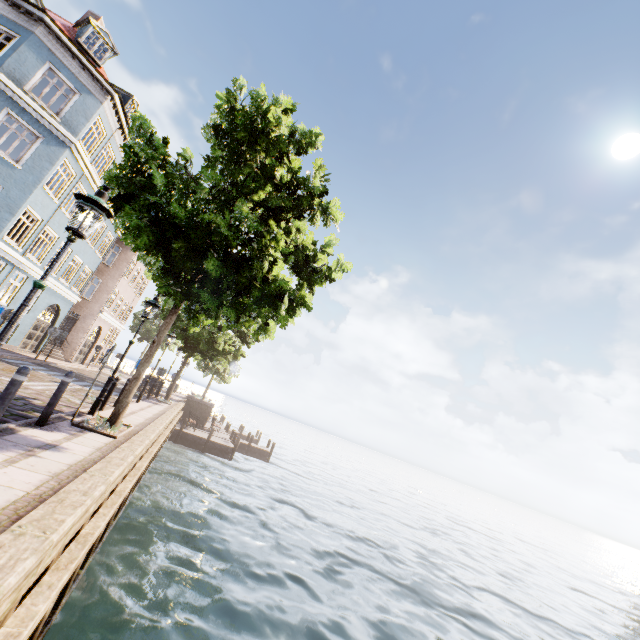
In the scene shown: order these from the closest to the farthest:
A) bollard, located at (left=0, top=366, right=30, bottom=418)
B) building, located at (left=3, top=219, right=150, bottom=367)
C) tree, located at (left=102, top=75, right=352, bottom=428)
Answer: bollard, located at (left=0, top=366, right=30, bottom=418) < tree, located at (left=102, top=75, right=352, bottom=428) < building, located at (left=3, top=219, right=150, bottom=367)

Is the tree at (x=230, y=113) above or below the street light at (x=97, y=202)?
above

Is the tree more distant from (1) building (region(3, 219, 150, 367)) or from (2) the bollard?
(1) building (region(3, 219, 150, 367))

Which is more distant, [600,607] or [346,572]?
[600,607]

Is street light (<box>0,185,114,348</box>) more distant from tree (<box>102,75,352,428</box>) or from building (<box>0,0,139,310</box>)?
building (<box>0,0,139,310</box>)

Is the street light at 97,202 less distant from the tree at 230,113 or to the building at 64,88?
the tree at 230,113

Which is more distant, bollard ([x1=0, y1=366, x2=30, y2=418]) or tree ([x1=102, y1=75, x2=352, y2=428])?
tree ([x1=102, y1=75, x2=352, y2=428])

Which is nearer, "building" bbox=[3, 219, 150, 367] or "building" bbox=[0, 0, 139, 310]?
"building" bbox=[0, 0, 139, 310]
